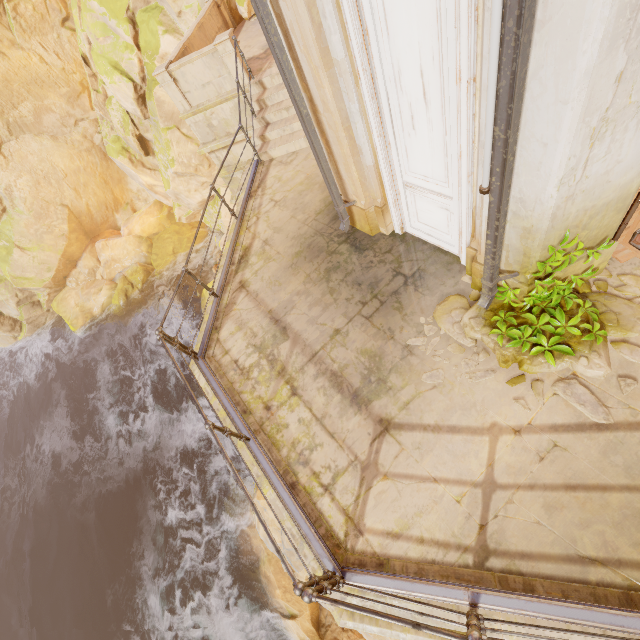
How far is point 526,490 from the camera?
3.25m

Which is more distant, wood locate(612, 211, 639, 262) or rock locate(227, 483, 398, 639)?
rock locate(227, 483, 398, 639)

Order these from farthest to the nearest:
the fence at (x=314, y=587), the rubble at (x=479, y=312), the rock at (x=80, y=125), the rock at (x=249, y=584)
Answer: the rock at (x=80, y=125), the rock at (x=249, y=584), the rubble at (x=479, y=312), the fence at (x=314, y=587)

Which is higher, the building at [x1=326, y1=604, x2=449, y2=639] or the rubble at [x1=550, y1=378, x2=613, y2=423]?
the rubble at [x1=550, y1=378, x2=613, y2=423]

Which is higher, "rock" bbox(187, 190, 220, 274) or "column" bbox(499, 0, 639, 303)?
"column" bbox(499, 0, 639, 303)

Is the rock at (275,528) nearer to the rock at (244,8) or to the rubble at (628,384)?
the rock at (244,8)

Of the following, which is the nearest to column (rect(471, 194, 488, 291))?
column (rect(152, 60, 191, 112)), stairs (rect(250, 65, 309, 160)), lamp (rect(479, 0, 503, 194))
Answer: lamp (rect(479, 0, 503, 194))

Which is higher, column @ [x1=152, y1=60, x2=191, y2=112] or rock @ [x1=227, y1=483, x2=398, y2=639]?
column @ [x1=152, y1=60, x2=191, y2=112]
